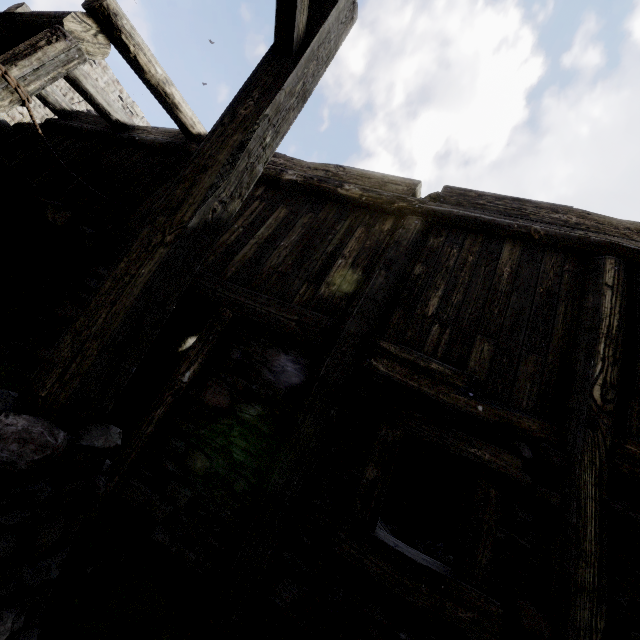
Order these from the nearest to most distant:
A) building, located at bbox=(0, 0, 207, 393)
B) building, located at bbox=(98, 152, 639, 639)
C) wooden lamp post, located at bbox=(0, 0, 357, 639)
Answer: wooden lamp post, located at bbox=(0, 0, 357, 639), building, located at bbox=(98, 152, 639, 639), building, located at bbox=(0, 0, 207, 393)

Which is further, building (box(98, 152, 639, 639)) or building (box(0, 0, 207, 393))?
building (box(0, 0, 207, 393))

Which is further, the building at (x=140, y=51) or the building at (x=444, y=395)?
the building at (x=140, y=51)

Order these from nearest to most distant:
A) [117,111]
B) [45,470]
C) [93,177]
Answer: [45,470] < [93,177] < [117,111]

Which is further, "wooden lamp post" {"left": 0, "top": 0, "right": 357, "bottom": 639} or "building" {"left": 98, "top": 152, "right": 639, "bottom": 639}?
"building" {"left": 98, "top": 152, "right": 639, "bottom": 639}

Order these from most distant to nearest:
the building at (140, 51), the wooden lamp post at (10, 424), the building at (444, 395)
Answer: the building at (140, 51)
the building at (444, 395)
the wooden lamp post at (10, 424)
